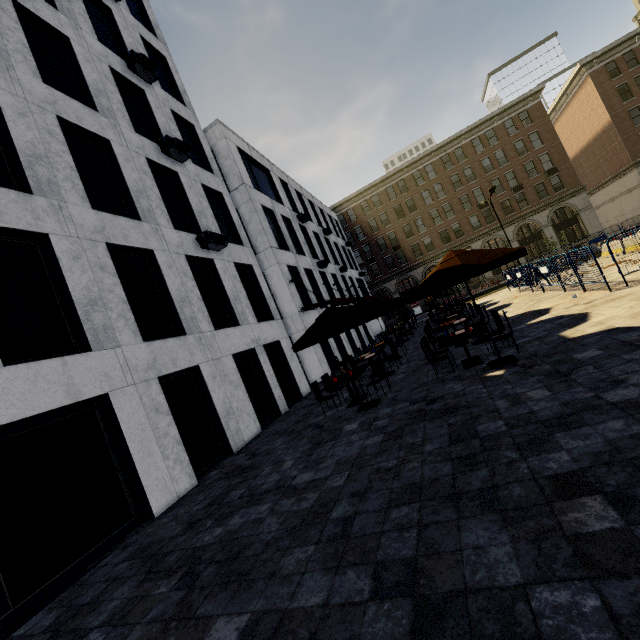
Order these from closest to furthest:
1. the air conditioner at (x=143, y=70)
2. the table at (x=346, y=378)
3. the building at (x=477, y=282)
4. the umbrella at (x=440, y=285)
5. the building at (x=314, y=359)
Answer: the umbrella at (x=440, y=285)
the table at (x=346, y=378)
the air conditioner at (x=143, y=70)
the building at (x=314, y=359)
the building at (x=477, y=282)

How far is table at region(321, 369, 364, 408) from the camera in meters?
9.2

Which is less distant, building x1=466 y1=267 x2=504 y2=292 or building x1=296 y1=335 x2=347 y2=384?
building x1=296 y1=335 x2=347 y2=384

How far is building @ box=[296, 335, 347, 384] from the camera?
17.7 meters

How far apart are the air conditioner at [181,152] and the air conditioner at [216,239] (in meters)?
3.47

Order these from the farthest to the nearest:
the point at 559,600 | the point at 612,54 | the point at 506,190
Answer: the point at 506,190, the point at 612,54, the point at 559,600

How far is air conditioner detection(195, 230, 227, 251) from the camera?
11.8 meters

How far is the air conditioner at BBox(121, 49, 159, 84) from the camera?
12.3m
